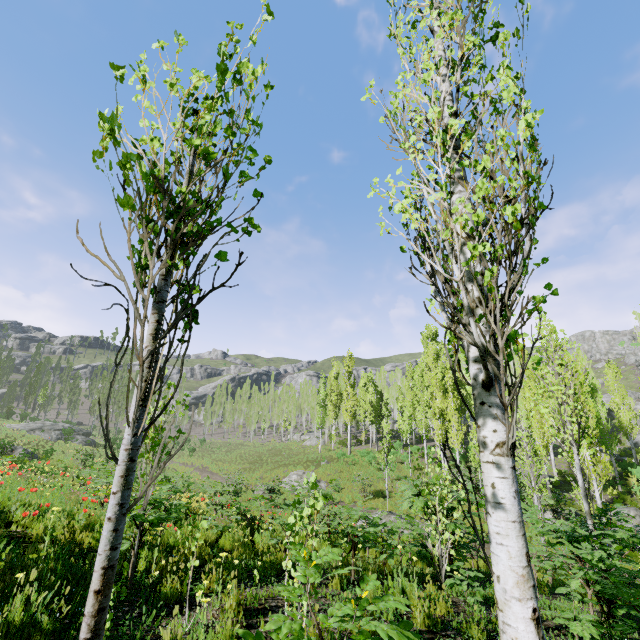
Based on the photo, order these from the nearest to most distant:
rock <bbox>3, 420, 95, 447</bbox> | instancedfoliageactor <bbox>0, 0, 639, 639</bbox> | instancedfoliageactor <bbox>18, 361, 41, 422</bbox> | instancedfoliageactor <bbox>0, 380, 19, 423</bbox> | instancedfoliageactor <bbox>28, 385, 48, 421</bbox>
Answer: instancedfoliageactor <bbox>0, 0, 639, 639</bbox>
rock <bbox>3, 420, 95, 447</bbox>
instancedfoliageactor <bbox>0, 380, 19, 423</bbox>
instancedfoliageactor <bbox>18, 361, 41, 422</bbox>
instancedfoliageactor <bbox>28, 385, 48, 421</bbox>

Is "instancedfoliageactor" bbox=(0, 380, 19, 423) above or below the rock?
above

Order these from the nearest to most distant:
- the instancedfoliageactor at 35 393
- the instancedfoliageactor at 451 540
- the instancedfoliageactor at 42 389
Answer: the instancedfoliageactor at 451 540, the instancedfoliageactor at 35 393, the instancedfoliageactor at 42 389

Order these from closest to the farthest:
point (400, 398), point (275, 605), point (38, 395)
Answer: point (275, 605), point (400, 398), point (38, 395)

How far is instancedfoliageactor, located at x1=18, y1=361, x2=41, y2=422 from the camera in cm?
4500

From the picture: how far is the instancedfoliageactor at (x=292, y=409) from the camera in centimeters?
4856cm

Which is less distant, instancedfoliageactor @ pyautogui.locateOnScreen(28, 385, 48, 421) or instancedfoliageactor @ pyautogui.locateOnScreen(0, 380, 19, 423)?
instancedfoliageactor @ pyautogui.locateOnScreen(0, 380, 19, 423)
